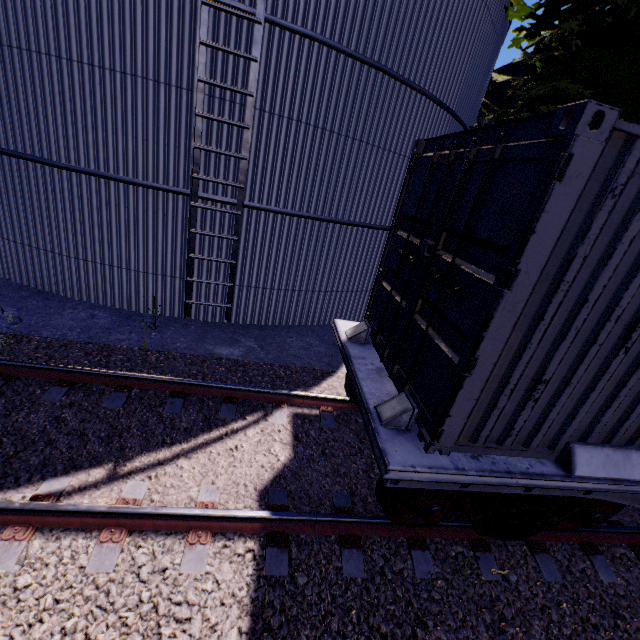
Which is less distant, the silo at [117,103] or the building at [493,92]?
the silo at [117,103]

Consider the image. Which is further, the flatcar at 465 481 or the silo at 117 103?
the silo at 117 103

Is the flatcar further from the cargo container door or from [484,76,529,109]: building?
[484,76,529,109]: building

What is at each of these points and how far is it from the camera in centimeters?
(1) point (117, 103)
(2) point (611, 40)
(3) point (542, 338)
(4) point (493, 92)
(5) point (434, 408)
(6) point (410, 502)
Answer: (1) silo, 575cm
(2) tree, 684cm
(3) cargo container, 250cm
(4) building, 1789cm
(5) cargo container door, 287cm
(6) bogie, 344cm

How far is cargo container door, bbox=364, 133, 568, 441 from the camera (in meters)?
2.25

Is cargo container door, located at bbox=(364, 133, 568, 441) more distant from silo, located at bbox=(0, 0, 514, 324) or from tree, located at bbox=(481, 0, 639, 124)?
tree, located at bbox=(481, 0, 639, 124)

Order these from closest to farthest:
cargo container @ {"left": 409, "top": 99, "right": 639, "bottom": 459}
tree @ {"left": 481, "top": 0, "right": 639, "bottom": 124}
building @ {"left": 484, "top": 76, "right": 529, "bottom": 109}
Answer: cargo container @ {"left": 409, "top": 99, "right": 639, "bottom": 459}
tree @ {"left": 481, "top": 0, "right": 639, "bottom": 124}
building @ {"left": 484, "top": 76, "right": 529, "bottom": 109}

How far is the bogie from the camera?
3.2m
